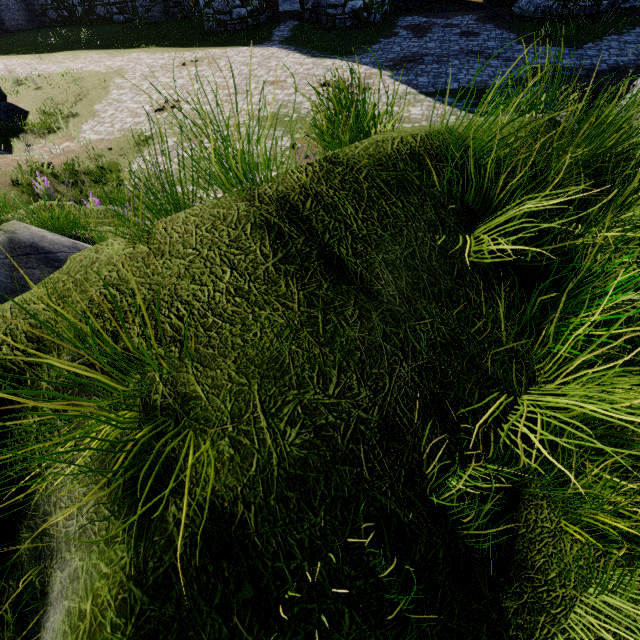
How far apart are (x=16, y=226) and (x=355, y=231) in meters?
4.3
